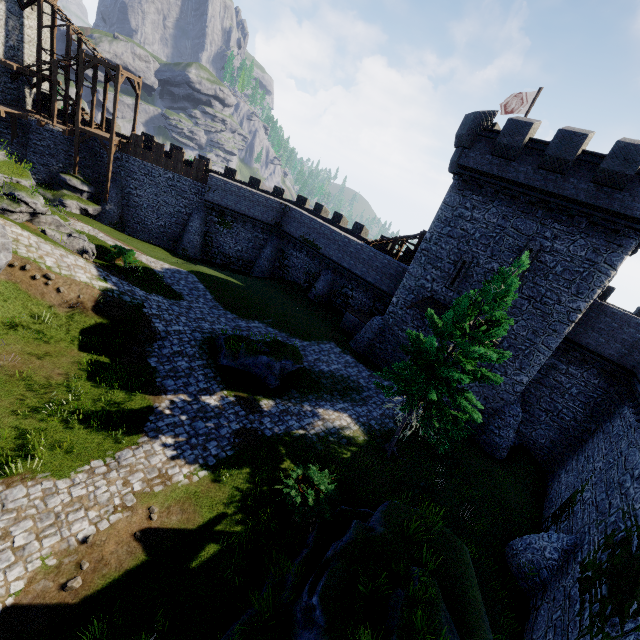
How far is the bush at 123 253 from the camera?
21.9 meters

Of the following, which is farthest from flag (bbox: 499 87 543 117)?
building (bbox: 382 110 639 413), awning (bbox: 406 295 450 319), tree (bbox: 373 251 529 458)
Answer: tree (bbox: 373 251 529 458)

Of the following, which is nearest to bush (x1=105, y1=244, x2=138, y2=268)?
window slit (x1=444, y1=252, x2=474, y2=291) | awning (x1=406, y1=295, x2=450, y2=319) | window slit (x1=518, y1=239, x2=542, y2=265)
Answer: awning (x1=406, y1=295, x2=450, y2=319)

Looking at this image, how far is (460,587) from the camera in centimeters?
899cm

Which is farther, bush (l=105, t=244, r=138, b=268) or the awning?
bush (l=105, t=244, r=138, b=268)

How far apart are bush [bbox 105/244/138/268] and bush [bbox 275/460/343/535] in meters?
18.1 m

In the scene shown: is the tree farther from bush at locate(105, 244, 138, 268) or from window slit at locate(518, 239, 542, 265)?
bush at locate(105, 244, 138, 268)

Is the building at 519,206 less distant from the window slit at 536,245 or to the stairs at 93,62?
the window slit at 536,245
